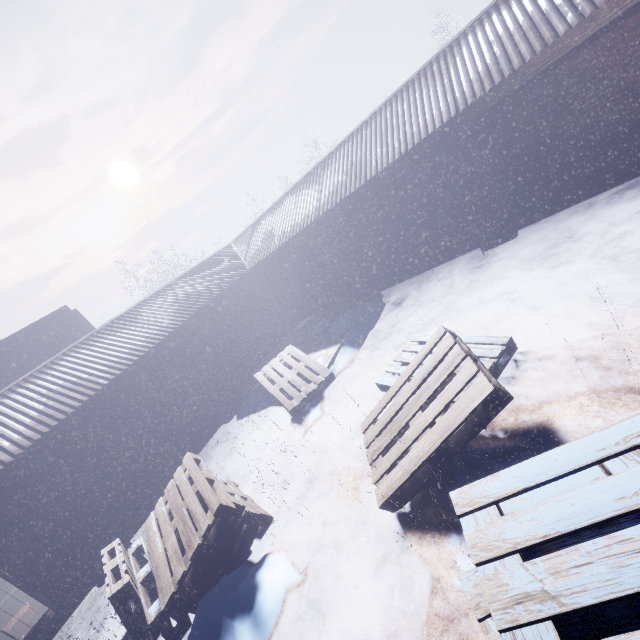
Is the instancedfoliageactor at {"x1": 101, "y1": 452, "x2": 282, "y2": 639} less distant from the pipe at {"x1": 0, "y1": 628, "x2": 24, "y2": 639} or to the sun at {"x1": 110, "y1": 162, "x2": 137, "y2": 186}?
the pipe at {"x1": 0, "y1": 628, "x2": 24, "y2": 639}

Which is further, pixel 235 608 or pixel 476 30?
pixel 476 30

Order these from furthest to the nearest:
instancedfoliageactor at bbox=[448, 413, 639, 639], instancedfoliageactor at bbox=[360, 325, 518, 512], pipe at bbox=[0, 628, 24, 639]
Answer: pipe at bbox=[0, 628, 24, 639]
instancedfoliageactor at bbox=[360, 325, 518, 512]
instancedfoliageactor at bbox=[448, 413, 639, 639]

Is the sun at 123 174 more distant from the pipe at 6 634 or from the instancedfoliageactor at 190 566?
the pipe at 6 634

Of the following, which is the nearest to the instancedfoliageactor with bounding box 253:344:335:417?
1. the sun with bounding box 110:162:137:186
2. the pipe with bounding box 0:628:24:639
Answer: the pipe with bounding box 0:628:24:639

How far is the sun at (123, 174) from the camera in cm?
5750
